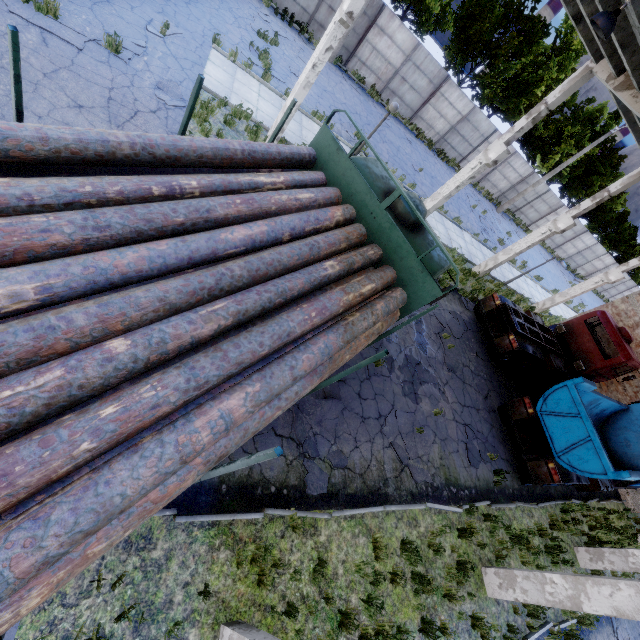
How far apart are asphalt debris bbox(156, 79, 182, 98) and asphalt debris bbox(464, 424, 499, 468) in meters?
13.3 m

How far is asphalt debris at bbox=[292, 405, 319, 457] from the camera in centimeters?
678cm

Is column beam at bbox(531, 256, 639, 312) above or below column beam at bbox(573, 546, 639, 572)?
above

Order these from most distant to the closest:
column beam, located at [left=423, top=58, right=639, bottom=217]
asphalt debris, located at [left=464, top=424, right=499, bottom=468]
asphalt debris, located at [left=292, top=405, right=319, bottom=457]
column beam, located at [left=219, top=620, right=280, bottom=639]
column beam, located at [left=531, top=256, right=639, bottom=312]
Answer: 1. column beam, located at [left=531, top=256, right=639, bottom=312]
2. asphalt debris, located at [left=464, top=424, right=499, bottom=468]
3. column beam, located at [left=423, top=58, right=639, bottom=217]
4. asphalt debris, located at [left=292, top=405, right=319, bottom=457]
5. column beam, located at [left=219, top=620, right=280, bottom=639]

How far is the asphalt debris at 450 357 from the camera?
12.16m

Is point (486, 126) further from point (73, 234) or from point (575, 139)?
point (73, 234)

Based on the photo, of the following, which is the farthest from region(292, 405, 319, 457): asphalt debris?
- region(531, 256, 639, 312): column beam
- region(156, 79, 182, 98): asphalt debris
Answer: region(531, 256, 639, 312): column beam

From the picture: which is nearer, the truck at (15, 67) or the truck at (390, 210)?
the truck at (15, 67)
